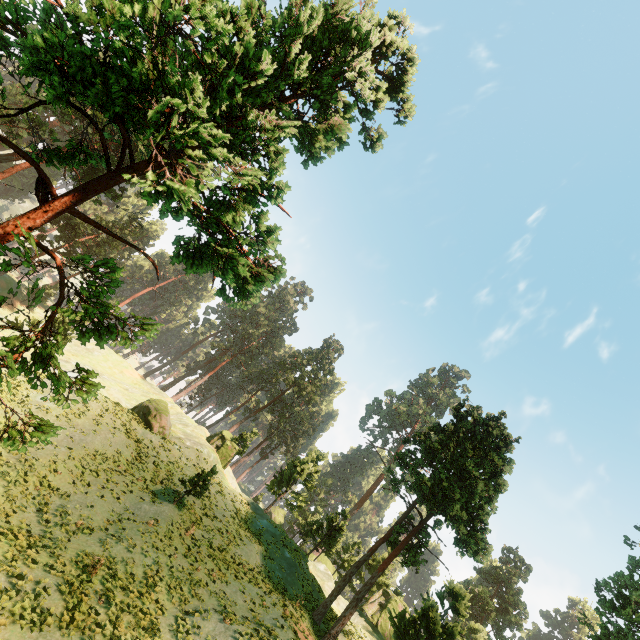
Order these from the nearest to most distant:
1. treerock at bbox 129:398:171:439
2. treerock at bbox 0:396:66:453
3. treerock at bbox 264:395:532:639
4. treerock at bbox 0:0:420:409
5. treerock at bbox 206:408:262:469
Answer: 1. treerock at bbox 0:0:420:409
2. treerock at bbox 0:396:66:453
3. treerock at bbox 264:395:532:639
4. treerock at bbox 129:398:171:439
5. treerock at bbox 206:408:262:469

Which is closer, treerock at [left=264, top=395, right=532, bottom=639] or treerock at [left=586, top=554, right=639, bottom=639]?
treerock at [left=586, top=554, right=639, bottom=639]

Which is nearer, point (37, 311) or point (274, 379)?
point (37, 311)

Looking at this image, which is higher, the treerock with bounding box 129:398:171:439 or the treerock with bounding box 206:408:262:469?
the treerock with bounding box 206:408:262:469

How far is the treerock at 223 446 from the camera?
42.3 meters
